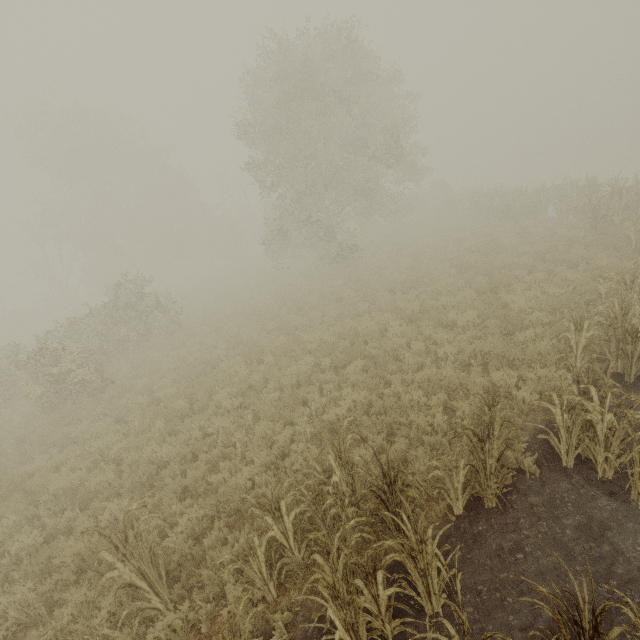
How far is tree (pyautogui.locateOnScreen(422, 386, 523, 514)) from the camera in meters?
4.2 m

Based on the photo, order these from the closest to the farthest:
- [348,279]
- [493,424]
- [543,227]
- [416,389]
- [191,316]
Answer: [493,424], [416,389], [543,227], [348,279], [191,316]

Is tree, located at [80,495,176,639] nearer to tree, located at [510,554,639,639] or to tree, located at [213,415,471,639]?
tree, located at [213,415,471,639]

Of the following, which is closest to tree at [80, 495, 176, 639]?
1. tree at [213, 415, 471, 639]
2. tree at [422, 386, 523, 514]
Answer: tree at [213, 415, 471, 639]

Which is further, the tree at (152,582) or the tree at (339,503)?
the tree at (152,582)

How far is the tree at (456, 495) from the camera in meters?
4.2

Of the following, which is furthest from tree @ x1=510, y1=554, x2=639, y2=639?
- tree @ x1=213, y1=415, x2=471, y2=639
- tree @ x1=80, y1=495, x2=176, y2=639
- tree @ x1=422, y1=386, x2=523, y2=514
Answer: tree @ x1=80, y1=495, x2=176, y2=639

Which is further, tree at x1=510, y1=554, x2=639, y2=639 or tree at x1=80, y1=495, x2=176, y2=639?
tree at x1=80, y1=495, x2=176, y2=639
